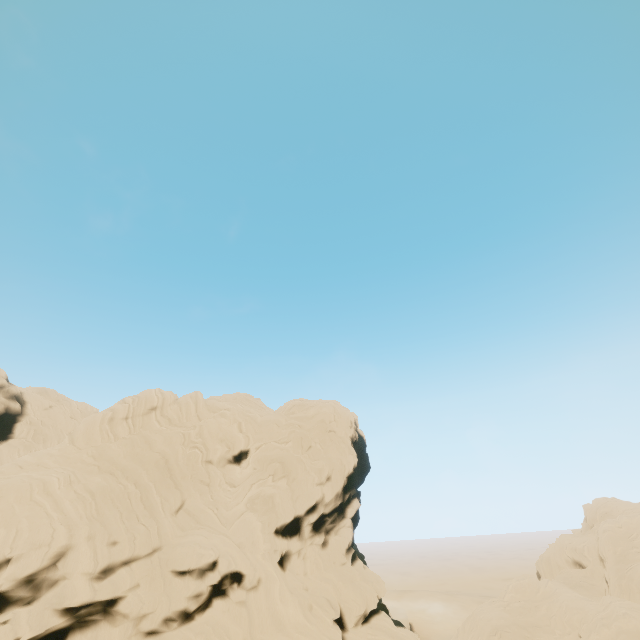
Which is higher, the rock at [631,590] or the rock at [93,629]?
the rock at [93,629]

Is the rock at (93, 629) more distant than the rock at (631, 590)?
No

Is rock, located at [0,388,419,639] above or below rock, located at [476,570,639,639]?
above

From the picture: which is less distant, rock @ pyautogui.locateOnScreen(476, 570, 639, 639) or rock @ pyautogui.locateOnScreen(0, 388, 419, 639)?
rock @ pyautogui.locateOnScreen(0, 388, 419, 639)

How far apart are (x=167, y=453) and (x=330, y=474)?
17.68m
